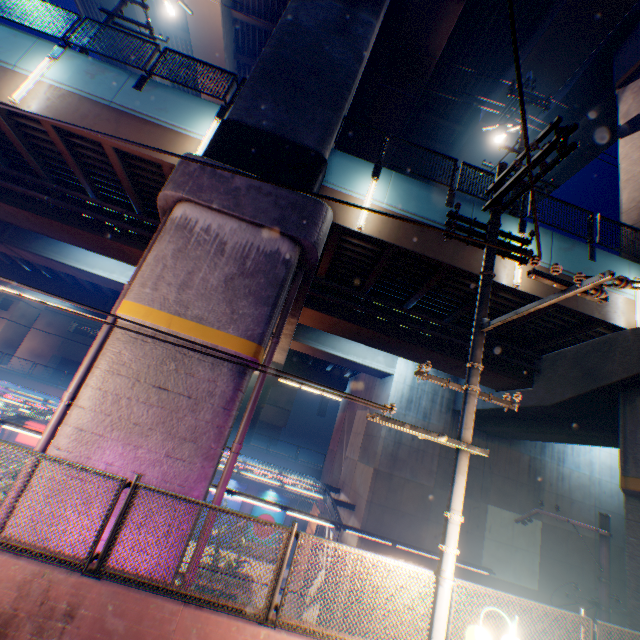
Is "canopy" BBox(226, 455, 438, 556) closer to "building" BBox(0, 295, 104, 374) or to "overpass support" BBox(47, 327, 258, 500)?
"overpass support" BBox(47, 327, 258, 500)

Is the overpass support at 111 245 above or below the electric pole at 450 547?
above

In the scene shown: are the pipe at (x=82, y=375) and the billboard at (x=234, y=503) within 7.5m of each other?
no

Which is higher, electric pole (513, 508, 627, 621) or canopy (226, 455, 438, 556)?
electric pole (513, 508, 627, 621)

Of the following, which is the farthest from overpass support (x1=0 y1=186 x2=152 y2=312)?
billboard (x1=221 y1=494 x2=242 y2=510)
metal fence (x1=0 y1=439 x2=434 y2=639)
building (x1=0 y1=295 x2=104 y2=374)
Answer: building (x1=0 y1=295 x2=104 y2=374)

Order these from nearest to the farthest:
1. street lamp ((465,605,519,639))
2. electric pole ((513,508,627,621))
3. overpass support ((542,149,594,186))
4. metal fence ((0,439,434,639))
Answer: street lamp ((465,605,519,639)) < metal fence ((0,439,434,639)) < electric pole ((513,508,627,621)) < overpass support ((542,149,594,186))

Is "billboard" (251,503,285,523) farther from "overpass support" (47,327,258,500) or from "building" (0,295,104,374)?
"building" (0,295,104,374)

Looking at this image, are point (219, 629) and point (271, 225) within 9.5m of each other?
yes
